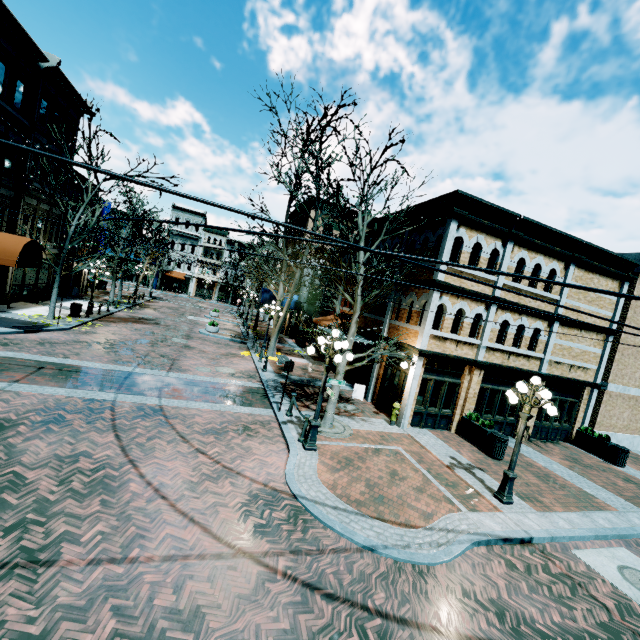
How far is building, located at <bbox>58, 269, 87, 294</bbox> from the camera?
26.84m

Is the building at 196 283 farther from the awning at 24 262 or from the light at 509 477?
the light at 509 477

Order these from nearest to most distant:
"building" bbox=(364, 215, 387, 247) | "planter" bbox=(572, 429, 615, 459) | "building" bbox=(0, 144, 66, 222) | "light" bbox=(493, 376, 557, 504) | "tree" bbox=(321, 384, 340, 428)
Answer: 1. "light" bbox=(493, 376, 557, 504)
2. "tree" bbox=(321, 384, 340, 428)
3. "planter" bbox=(572, 429, 615, 459)
4. "building" bbox=(0, 144, 66, 222)
5. "building" bbox=(364, 215, 387, 247)

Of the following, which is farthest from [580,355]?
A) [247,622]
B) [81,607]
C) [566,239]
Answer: [81,607]

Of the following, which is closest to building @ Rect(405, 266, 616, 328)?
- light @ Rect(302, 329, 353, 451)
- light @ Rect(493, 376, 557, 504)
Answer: light @ Rect(493, 376, 557, 504)

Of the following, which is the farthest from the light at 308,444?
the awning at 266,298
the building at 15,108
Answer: the awning at 266,298

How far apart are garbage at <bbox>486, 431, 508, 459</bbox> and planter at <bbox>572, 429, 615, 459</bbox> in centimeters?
692cm

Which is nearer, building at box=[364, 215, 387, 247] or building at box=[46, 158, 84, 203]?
building at box=[364, 215, 387, 247]
